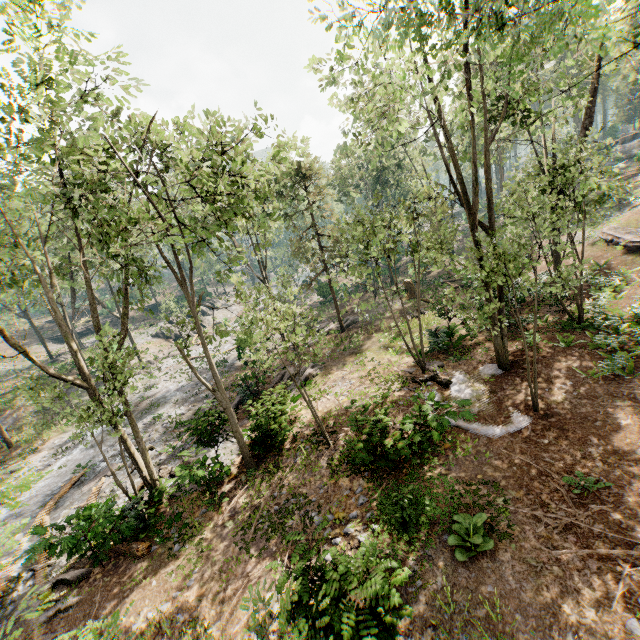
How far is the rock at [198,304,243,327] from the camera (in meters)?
49.97

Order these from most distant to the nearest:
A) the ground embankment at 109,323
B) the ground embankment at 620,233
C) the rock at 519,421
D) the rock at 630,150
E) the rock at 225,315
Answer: the rock at 225,315 → the rock at 630,150 → the ground embankment at 109,323 → the ground embankment at 620,233 → the rock at 519,421

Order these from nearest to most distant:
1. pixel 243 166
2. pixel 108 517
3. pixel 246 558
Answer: pixel 246 558
pixel 108 517
pixel 243 166

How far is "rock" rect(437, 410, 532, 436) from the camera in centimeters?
952cm

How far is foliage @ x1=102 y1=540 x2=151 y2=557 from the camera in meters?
11.1

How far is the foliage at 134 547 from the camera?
11.1 meters

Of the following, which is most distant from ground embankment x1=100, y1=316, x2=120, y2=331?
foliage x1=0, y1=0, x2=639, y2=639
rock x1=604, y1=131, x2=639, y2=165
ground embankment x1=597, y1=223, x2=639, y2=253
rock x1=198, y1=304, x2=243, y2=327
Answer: rock x1=604, y1=131, x2=639, y2=165

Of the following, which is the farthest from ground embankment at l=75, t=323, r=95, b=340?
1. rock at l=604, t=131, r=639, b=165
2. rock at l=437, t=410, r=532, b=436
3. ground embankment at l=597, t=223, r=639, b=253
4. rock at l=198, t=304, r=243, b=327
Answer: rock at l=604, t=131, r=639, b=165
